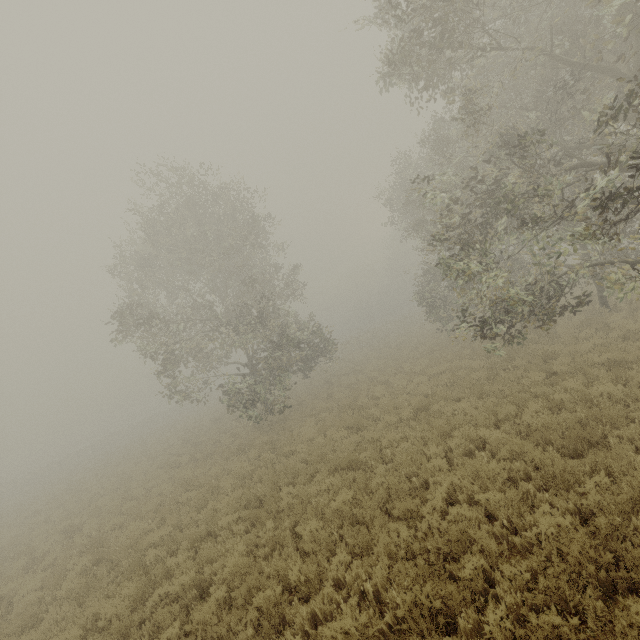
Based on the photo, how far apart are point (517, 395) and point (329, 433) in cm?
701
